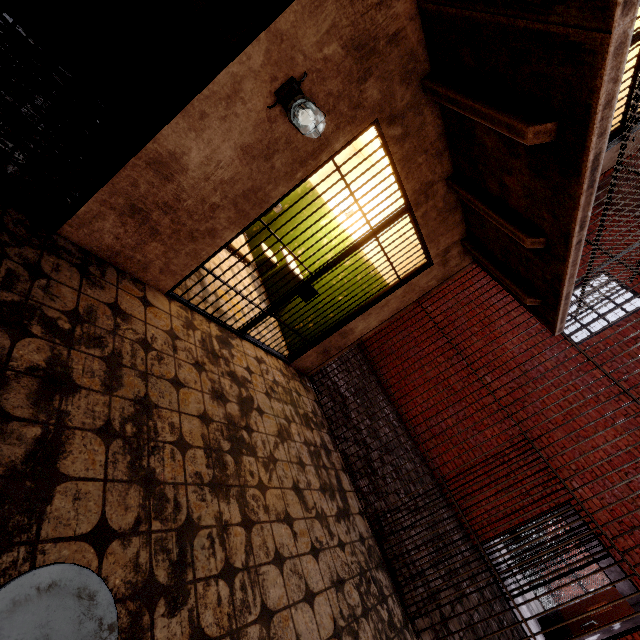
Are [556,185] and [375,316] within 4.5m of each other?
yes

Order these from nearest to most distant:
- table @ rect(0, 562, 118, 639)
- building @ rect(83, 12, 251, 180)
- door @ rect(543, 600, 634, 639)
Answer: table @ rect(0, 562, 118, 639)
building @ rect(83, 12, 251, 180)
door @ rect(543, 600, 634, 639)

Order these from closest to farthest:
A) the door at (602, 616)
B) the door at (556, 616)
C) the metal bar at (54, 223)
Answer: the metal bar at (54, 223) → the door at (602, 616) → the door at (556, 616)

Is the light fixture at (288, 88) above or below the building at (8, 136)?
above

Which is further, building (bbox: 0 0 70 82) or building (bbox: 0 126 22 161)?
building (bbox: 0 0 70 82)

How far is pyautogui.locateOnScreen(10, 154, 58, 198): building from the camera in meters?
2.3

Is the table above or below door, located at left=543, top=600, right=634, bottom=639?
below
